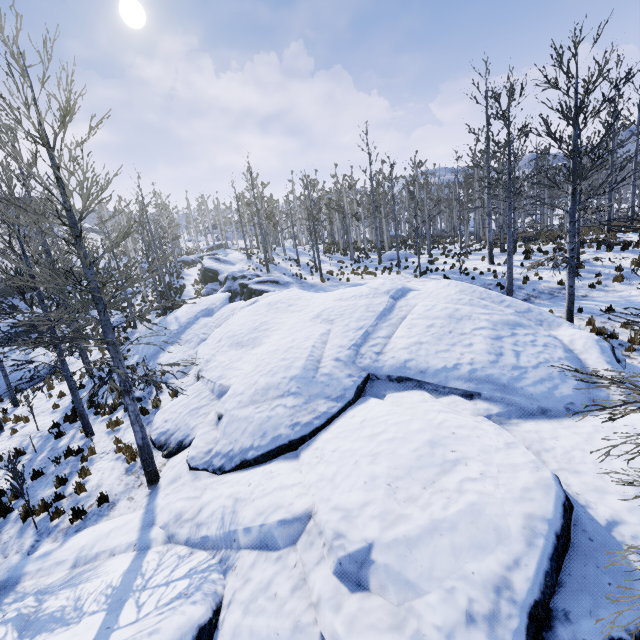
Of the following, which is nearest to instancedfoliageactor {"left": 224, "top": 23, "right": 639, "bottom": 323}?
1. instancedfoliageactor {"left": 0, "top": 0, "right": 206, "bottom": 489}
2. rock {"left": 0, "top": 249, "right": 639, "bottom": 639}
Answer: rock {"left": 0, "top": 249, "right": 639, "bottom": 639}

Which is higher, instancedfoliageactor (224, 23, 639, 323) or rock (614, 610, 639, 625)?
instancedfoliageactor (224, 23, 639, 323)

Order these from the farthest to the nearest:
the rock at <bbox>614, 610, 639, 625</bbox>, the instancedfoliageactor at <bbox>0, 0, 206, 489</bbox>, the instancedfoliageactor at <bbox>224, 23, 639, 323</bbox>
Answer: the instancedfoliageactor at <bbox>224, 23, 639, 323</bbox> → the instancedfoliageactor at <bbox>0, 0, 206, 489</bbox> → the rock at <bbox>614, 610, 639, 625</bbox>

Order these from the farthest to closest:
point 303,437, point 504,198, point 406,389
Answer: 1. point 504,198
2. point 406,389
3. point 303,437

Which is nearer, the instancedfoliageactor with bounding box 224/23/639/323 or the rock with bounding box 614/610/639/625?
the rock with bounding box 614/610/639/625

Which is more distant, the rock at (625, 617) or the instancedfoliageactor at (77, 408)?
the instancedfoliageactor at (77, 408)
